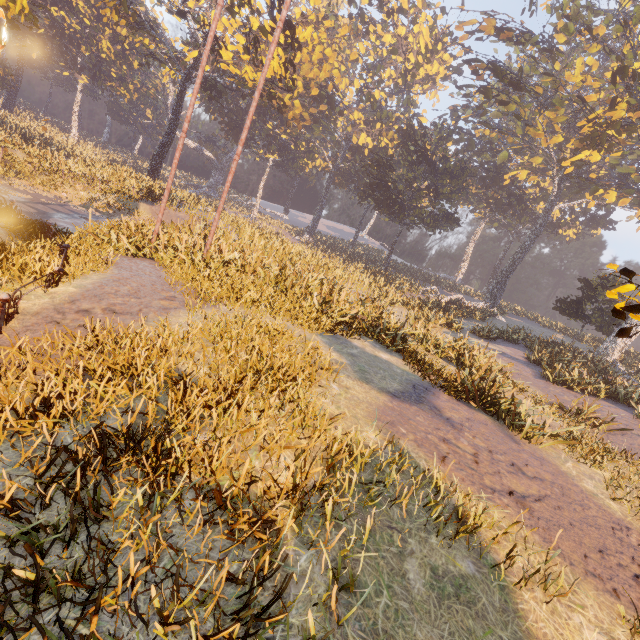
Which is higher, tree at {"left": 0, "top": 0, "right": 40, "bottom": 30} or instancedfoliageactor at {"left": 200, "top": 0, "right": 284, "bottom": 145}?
instancedfoliageactor at {"left": 200, "top": 0, "right": 284, "bottom": 145}

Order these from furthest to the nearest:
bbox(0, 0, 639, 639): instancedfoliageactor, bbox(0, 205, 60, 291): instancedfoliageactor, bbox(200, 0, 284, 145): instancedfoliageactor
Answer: bbox(200, 0, 284, 145): instancedfoliageactor
bbox(0, 205, 60, 291): instancedfoliageactor
bbox(0, 0, 639, 639): instancedfoliageactor

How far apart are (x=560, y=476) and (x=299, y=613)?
7.1 meters

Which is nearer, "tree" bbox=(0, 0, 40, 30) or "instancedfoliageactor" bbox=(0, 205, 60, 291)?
"instancedfoliageactor" bbox=(0, 205, 60, 291)

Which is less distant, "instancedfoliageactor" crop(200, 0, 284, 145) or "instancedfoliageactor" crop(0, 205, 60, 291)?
"instancedfoliageactor" crop(0, 205, 60, 291)

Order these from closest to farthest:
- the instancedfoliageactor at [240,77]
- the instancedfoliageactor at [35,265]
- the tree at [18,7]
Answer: the instancedfoliageactor at [35,265] → the tree at [18,7] → the instancedfoliageactor at [240,77]

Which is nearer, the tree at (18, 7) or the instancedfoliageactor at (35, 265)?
the instancedfoliageactor at (35, 265)
